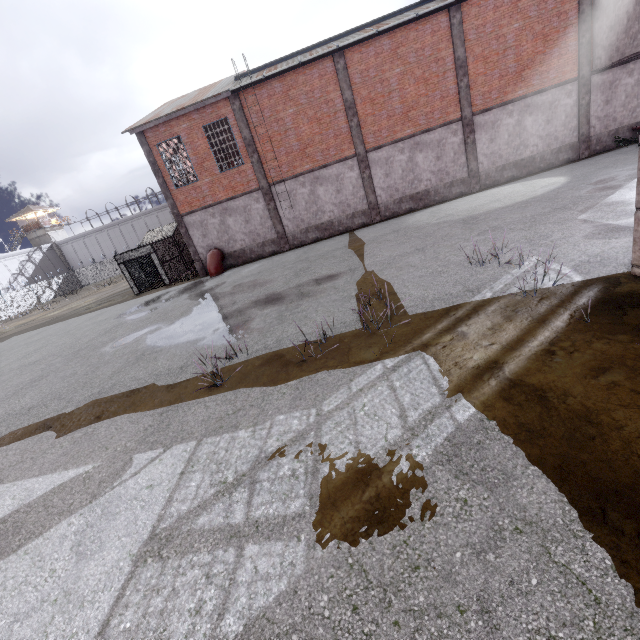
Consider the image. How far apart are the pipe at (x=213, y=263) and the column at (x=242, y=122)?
3.7 meters

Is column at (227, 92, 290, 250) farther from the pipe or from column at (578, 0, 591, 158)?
column at (578, 0, 591, 158)

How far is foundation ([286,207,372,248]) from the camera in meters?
19.9

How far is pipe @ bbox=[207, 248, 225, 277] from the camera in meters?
20.0

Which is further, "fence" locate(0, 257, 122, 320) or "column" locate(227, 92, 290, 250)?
"fence" locate(0, 257, 122, 320)

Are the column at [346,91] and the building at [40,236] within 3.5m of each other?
no

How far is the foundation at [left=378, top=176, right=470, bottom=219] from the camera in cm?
1898

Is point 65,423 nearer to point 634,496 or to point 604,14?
point 634,496
